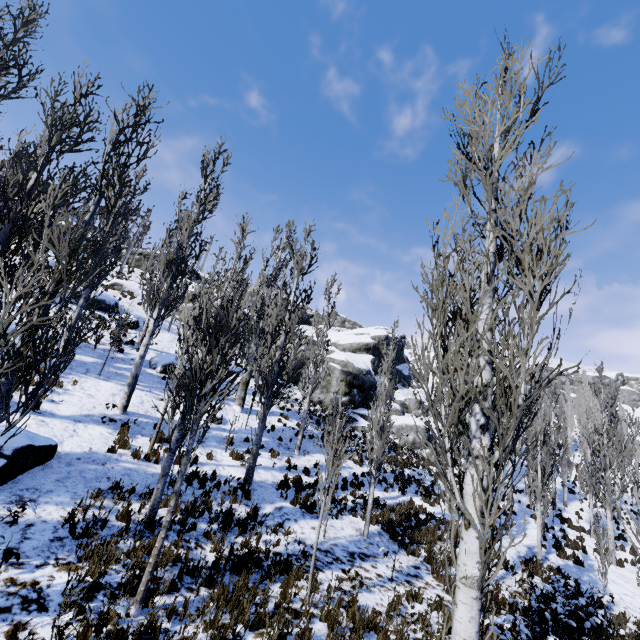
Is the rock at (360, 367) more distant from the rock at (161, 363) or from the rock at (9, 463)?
the rock at (9, 463)

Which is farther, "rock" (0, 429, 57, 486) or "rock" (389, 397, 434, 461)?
"rock" (389, 397, 434, 461)

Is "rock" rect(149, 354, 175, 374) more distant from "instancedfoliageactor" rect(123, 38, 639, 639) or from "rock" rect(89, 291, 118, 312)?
"rock" rect(89, 291, 118, 312)

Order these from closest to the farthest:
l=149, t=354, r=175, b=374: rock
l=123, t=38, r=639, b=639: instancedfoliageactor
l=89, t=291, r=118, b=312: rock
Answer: l=123, t=38, r=639, b=639: instancedfoliageactor
l=149, t=354, r=175, b=374: rock
l=89, t=291, r=118, b=312: rock

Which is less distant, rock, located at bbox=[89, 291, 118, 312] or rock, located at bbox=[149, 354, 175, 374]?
rock, located at bbox=[149, 354, 175, 374]

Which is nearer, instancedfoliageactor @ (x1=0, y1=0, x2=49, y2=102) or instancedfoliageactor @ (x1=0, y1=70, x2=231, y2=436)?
instancedfoliageactor @ (x1=0, y1=70, x2=231, y2=436)

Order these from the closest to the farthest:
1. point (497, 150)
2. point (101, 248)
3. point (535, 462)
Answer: point (101, 248)
point (497, 150)
point (535, 462)

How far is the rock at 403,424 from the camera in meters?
26.7
